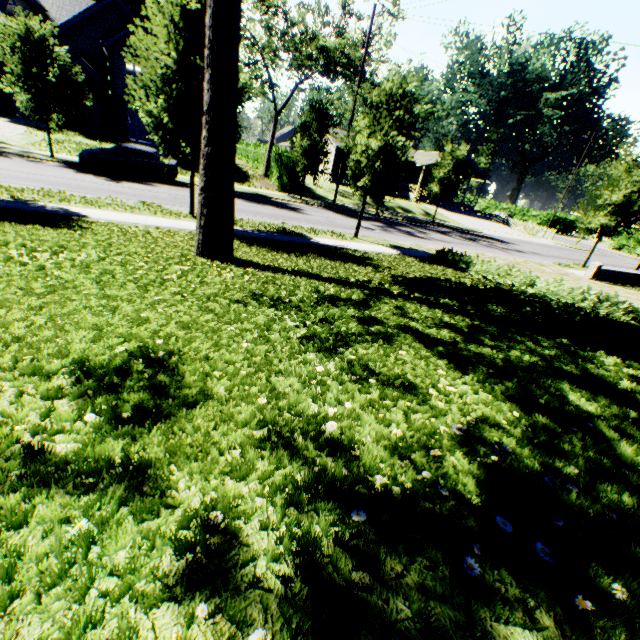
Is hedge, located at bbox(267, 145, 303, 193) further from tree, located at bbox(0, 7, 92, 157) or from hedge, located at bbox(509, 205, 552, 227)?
hedge, located at bbox(509, 205, 552, 227)

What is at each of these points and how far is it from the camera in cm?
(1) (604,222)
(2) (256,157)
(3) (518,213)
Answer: (1) tree, 1927
(2) hedge, 3497
(3) hedge, 5806

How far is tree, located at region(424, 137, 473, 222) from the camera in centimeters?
2538cm

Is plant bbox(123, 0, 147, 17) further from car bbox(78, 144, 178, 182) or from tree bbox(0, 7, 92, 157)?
car bbox(78, 144, 178, 182)

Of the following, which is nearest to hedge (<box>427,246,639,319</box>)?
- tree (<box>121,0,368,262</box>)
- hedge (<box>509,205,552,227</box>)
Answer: tree (<box>121,0,368,262</box>)

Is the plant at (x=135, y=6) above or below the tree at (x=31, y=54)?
above

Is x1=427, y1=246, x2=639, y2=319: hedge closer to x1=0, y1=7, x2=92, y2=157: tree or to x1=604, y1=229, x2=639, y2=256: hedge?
x1=0, y1=7, x2=92, y2=157: tree

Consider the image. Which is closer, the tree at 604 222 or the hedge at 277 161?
the tree at 604 222
